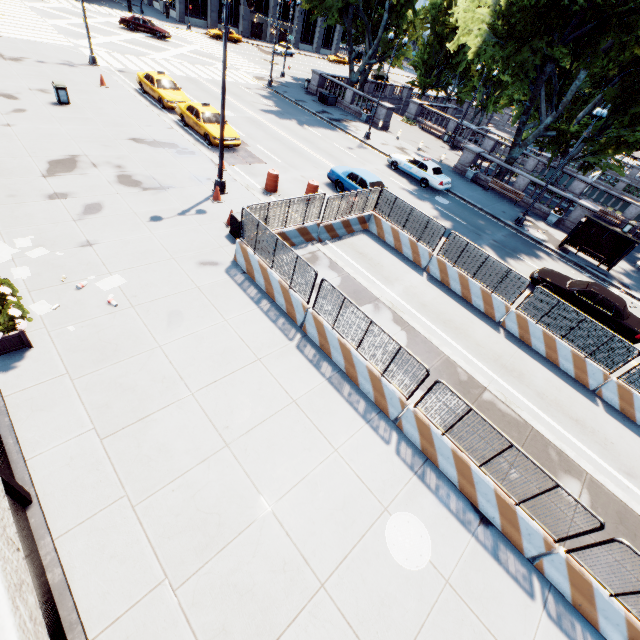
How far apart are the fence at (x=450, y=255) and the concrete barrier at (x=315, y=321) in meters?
0.0

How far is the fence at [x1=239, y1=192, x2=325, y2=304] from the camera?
9.8m

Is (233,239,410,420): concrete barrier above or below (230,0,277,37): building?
below

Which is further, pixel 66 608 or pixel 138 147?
pixel 138 147

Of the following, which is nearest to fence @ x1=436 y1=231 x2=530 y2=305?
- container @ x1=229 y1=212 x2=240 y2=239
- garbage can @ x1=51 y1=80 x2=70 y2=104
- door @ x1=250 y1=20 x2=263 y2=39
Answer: container @ x1=229 y1=212 x2=240 y2=239

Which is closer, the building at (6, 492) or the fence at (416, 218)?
the building at (6, 492)

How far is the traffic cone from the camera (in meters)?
16.34

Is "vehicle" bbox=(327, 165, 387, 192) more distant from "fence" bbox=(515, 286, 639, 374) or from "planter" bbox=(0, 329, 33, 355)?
"planter" bbox=(0, 329, 33, 355)
